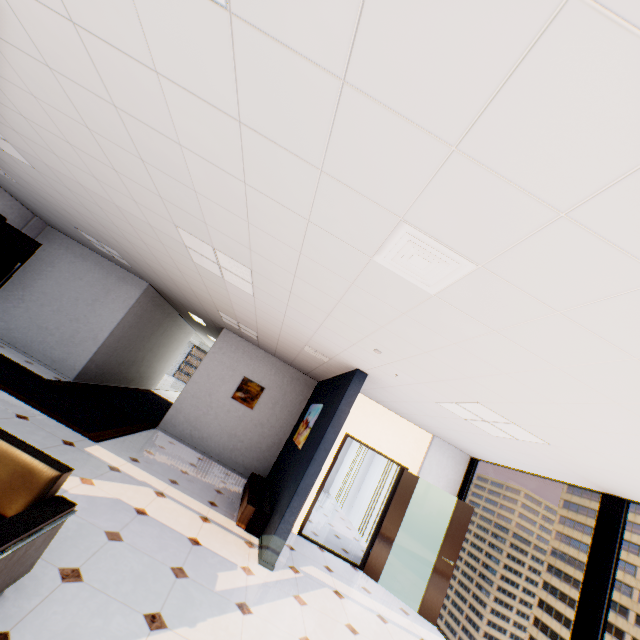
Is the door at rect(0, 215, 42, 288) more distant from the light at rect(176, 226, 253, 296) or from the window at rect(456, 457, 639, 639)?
the window at rect(456, 457, 639, 639)

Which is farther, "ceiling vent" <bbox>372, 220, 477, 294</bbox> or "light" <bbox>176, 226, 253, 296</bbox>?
"light" <bbox>176, 226, 253, 296</bbox>

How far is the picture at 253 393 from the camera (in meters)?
8.45

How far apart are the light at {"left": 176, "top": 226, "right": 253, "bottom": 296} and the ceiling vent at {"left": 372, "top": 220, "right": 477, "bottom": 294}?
1.9 meters

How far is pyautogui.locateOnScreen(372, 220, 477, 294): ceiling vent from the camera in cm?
176

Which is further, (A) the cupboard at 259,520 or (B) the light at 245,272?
(A) the cupboard at 259,520

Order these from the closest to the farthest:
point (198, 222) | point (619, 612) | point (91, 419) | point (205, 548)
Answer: point (198, 222), point (205, 548), point (91, 419), point (619, 612)

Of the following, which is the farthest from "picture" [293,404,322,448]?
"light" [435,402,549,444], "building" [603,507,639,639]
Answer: "building" [603,507,639,639]
